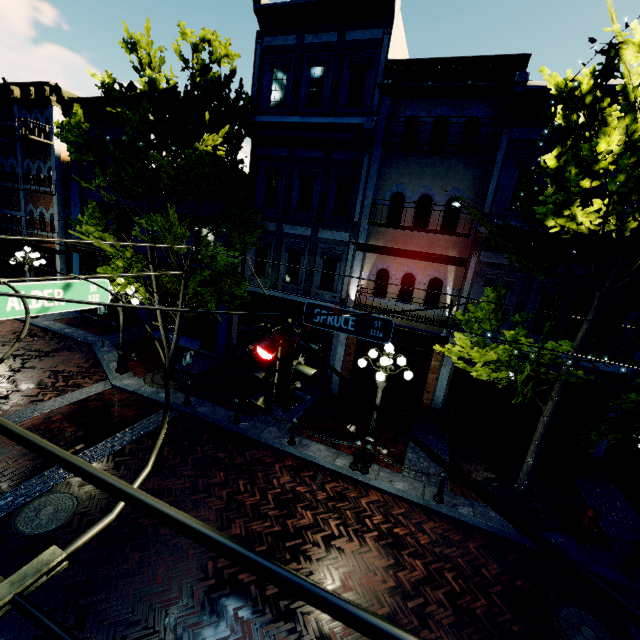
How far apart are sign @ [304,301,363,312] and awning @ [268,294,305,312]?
5.65m

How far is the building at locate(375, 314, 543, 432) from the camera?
11.3 meters

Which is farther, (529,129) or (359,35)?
(359,35)

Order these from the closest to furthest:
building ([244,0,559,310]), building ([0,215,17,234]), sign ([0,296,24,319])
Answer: sign ([0,296,24,319])
building ([244,0,559,310])
building ([0,215,17,234])

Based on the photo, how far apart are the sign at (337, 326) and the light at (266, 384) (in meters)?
2.12

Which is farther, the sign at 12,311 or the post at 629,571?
the post at 629,571

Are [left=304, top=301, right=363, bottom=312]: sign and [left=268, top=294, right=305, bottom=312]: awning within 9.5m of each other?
yes

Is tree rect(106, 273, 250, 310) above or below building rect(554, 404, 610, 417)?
above
